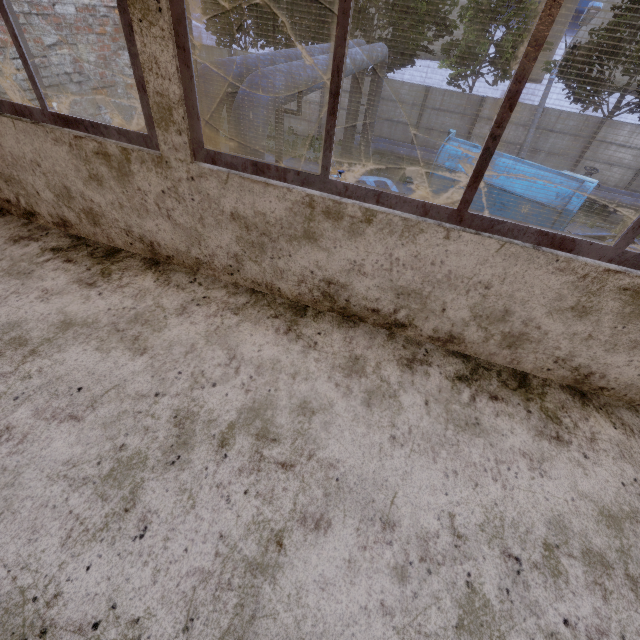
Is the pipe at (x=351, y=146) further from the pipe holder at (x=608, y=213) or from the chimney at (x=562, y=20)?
the chimney at (x=562, y=20)

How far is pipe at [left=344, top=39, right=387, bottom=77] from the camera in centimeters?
850cm

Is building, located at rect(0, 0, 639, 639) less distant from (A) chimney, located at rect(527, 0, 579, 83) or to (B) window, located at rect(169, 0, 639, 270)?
(B) window, located at rect(169, 0, 639, 270)

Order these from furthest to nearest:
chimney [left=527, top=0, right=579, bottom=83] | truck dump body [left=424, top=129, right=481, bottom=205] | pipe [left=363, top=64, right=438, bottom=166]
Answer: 1. chimney [left=527, top=0, right=579, bottom=83]
2. pipe [left=363, top=64, right=438, bottom=166]
3. truck dump body [left=424, top=129, right=481, bottom=205]

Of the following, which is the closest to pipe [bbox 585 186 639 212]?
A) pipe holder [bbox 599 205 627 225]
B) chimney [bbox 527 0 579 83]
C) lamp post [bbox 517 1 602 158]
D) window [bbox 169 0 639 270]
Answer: lamp post [bbox 517 1 602 158]

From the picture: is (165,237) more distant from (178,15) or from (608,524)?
(608,524)

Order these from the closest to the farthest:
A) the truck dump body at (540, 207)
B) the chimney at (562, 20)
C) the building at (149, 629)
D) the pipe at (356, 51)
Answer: the building at (149, 629)
the pipe at (356, 51)
the truck dump body at (540, 207)
the chimney at (562, 20)
